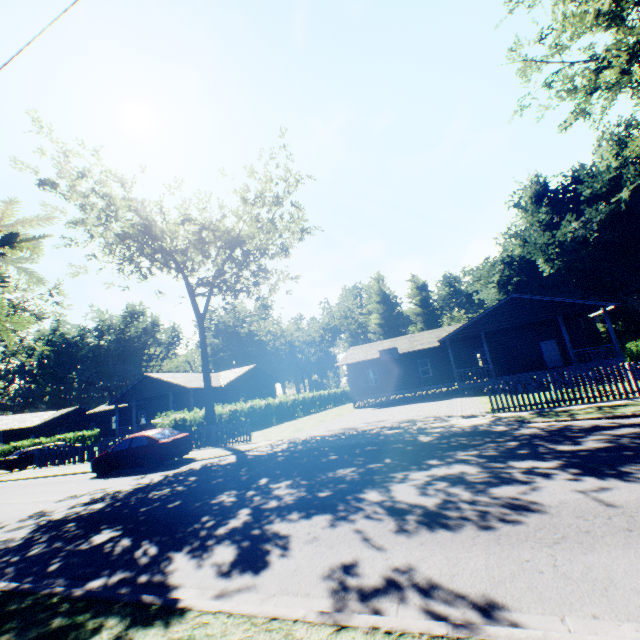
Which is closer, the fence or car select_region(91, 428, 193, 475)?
car select_region(91, 428, 193, 475)

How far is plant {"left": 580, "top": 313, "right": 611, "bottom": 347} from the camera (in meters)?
37.69

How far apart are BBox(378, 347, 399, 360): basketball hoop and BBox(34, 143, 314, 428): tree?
15.3 meters

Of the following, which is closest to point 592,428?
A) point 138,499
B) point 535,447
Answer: point 535,447

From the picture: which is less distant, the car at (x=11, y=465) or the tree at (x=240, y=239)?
the tree at (x=240, y=239)

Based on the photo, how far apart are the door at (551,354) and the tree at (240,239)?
26.06m

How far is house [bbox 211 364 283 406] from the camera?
34.06m

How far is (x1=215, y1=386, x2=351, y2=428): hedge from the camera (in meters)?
25.53
